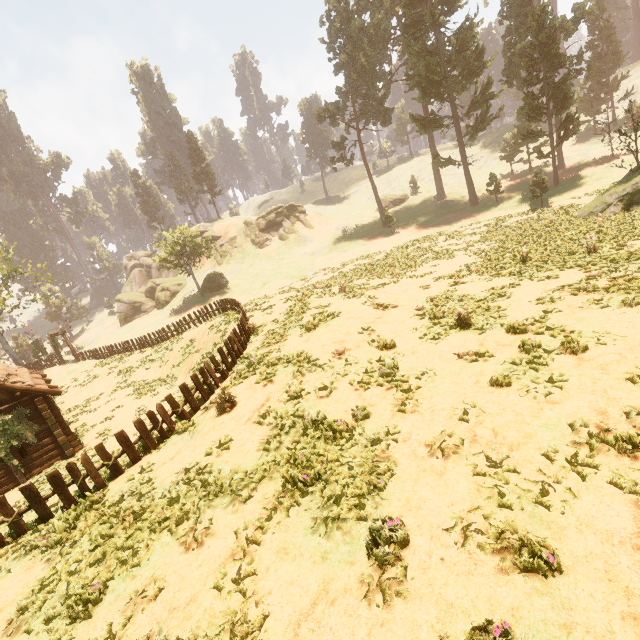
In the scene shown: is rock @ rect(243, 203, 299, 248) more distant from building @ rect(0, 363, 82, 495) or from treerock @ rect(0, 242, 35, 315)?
building @ rect(0, 363, 82, 495)

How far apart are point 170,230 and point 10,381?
31.7m

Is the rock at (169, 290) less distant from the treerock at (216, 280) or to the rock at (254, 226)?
the rock at (254, 226)

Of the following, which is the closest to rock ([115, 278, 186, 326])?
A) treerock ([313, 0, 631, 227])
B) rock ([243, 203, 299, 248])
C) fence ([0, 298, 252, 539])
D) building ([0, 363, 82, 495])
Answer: rock ([243, 203, 299, 248])

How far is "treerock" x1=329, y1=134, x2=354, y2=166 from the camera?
47.90m

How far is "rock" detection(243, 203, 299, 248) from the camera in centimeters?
5700cm

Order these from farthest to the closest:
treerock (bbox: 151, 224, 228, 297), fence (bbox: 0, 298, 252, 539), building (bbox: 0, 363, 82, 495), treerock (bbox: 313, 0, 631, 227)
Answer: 1. treerock (bbox: 151, 224, 228, 297)
2. treerock (bbox: 313, 0, 631, 227)
3. building (bbox: 0, 363, 82, 495)
4. fence (bbox: 0, 298, 252, 539)

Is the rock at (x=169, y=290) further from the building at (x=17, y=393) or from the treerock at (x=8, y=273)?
the building at (x=17, y=393)
